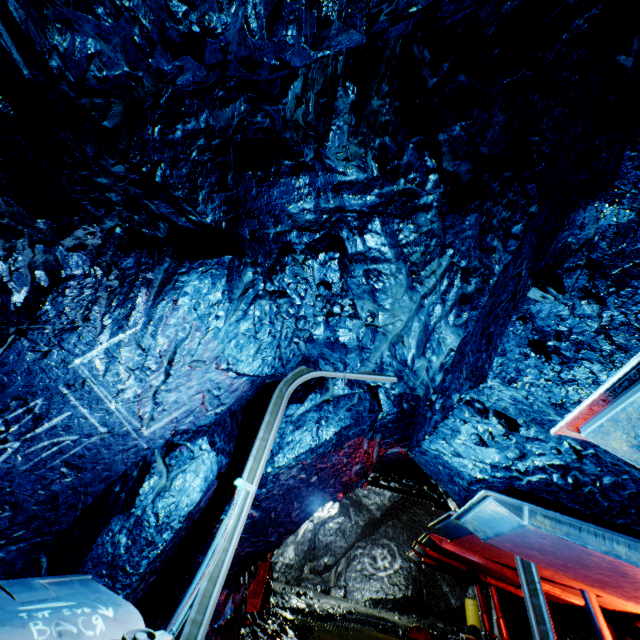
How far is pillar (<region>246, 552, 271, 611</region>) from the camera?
7.1m

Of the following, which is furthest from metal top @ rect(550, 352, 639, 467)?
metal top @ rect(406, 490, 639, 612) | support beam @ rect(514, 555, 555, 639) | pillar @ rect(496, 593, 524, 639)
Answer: pillar @ rect(496, 593, 524, 639)

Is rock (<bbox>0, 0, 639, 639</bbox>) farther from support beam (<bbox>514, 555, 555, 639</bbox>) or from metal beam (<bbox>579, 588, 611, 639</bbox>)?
metal beam (<bbox>579, 588, 611, 639</bbox>)

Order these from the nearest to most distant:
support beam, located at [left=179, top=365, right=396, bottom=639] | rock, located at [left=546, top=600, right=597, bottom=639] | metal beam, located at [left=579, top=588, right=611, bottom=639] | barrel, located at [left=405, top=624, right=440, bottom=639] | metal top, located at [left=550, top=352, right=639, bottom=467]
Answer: metal top, located at [left=550, top=352, right=639, bottom=467] → support beam, located at [left=179, top=365, right=396, bottom=639] → metal beam, located at [left=579, top=588, right=611, bottom=639] → rock, located at [left=546, top=600, right=597, bottom=639] → barrel, located at [left=405, top=624, right=440, bottom=639]

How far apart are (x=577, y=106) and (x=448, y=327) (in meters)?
2.08

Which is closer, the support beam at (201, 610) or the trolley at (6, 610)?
the trolley at (6, 610)

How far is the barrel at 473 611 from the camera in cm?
1413

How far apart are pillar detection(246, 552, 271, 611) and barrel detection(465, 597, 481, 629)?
12.5m
